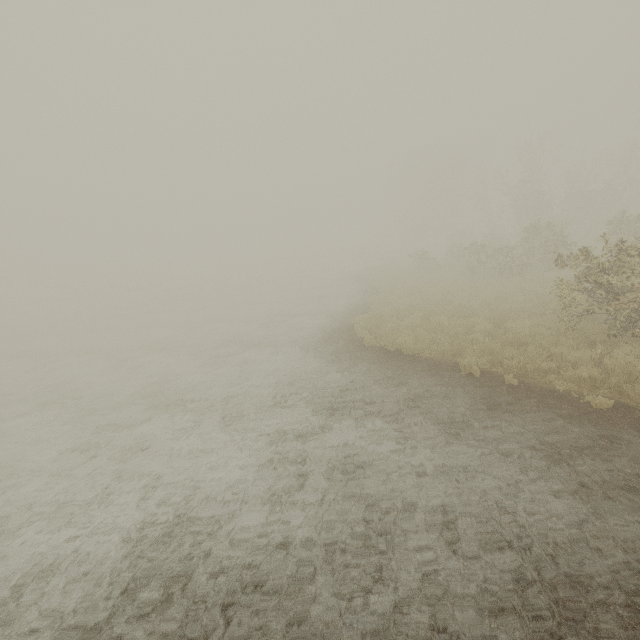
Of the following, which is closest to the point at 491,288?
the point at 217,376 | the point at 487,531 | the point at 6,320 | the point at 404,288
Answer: the point at 404,288
